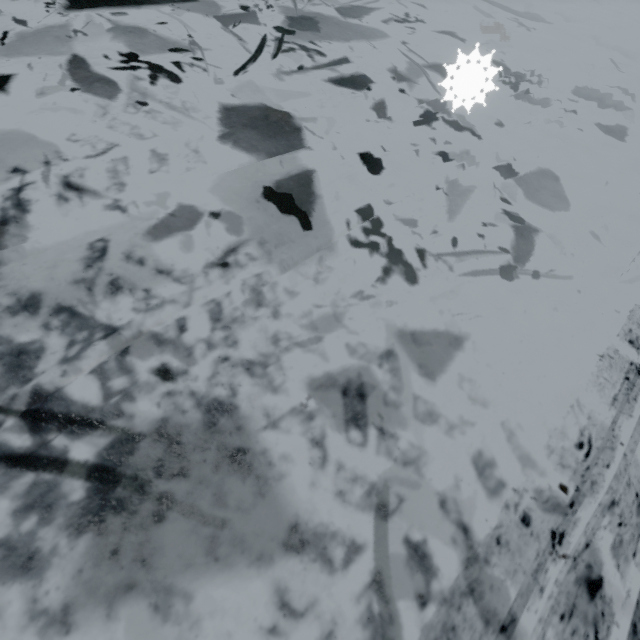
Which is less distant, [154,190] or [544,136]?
[154,190]
